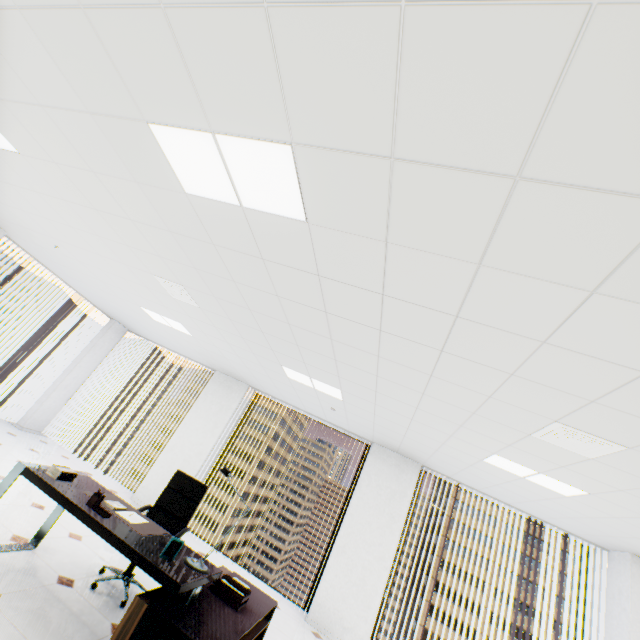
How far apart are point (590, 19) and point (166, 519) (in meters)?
5.10

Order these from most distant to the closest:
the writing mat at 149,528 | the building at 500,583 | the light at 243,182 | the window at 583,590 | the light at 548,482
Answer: the building at 500,583 < the window at 583,590 < the light at 548,482 < the writing mat at 149,528 < the light at 243,182

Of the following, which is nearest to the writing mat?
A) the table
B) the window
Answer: the table

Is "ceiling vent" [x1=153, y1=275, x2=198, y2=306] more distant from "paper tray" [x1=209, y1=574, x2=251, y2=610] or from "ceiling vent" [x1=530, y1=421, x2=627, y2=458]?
"ceiling vent" [x1=530, y1=421, x2=627, y2=458]

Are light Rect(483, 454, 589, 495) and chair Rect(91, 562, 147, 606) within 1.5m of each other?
no

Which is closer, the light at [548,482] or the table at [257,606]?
the table at [257,606]

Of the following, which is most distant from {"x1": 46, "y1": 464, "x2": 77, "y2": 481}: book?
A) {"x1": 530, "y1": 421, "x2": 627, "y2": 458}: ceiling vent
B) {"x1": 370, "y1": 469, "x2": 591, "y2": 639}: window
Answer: {"x1": 370, "y1": 469, "x2": 591, "y2": 639}: window

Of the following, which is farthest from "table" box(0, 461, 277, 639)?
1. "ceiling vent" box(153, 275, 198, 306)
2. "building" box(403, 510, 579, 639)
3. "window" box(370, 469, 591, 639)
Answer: "building" box(403, 510, 579, 639)
